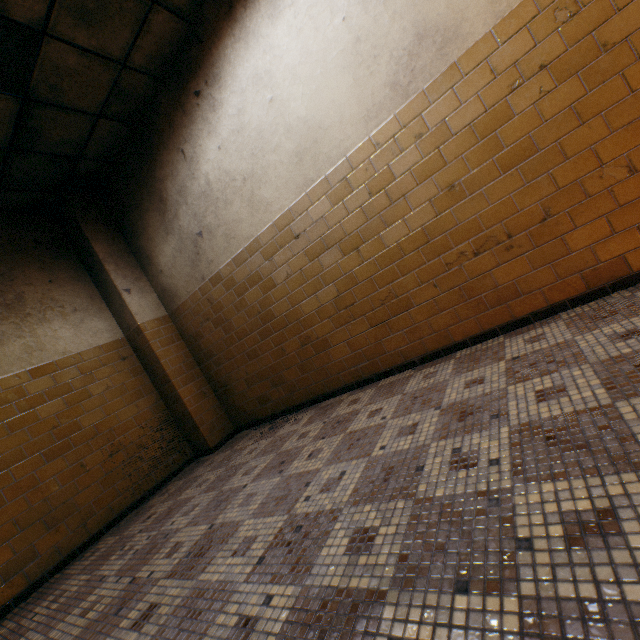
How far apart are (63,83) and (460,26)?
3.5m

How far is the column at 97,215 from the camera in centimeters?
427cm

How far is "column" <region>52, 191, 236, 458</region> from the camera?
4.3m
